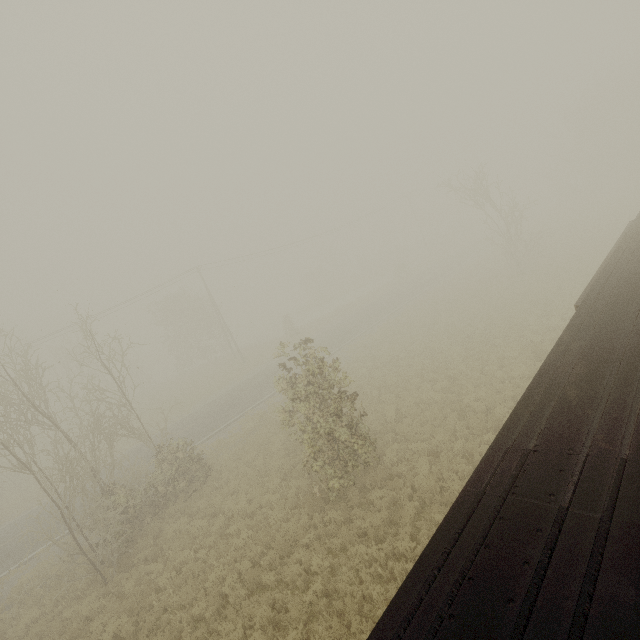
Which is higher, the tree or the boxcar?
the tree

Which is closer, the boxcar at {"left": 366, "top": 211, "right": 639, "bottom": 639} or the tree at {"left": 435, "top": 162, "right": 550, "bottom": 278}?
the boxcar at {"left": 366, "top": 211, "right": 639, "bottom": 639}

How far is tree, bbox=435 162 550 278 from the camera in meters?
25.7

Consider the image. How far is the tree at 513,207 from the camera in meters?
25.7 m

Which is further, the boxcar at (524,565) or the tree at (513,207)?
the tree at (513,207)

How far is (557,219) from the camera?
43.2m
